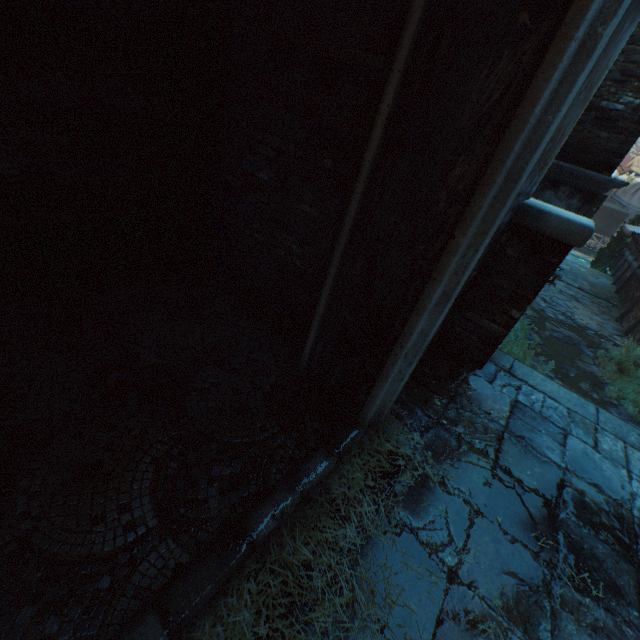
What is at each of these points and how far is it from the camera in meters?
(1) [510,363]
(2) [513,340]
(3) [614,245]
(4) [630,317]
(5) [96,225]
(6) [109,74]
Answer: (1) stairs, 3.6
(2) plants, 7.8
(3) tree, 19.8
(4) building, 11.8
(5) building, 2.7
(6) building, 2.2

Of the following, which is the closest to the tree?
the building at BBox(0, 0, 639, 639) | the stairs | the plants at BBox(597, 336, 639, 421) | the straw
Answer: the building at BBox(0, 0, 639, 639)

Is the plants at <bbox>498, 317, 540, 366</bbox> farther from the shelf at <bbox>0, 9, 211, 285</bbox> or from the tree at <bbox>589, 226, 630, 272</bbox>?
the tree at <bbox>589, 226, 630, 272</bbox>

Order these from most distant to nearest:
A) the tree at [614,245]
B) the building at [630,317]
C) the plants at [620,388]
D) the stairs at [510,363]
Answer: the tree at [614,245]
the building at [630,317]
the plants at [620,388]
the stairs at [510,363]

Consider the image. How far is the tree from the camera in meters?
19.5 m

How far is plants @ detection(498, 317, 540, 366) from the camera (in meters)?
7.40

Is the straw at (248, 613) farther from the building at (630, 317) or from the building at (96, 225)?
the building at (630, 317)

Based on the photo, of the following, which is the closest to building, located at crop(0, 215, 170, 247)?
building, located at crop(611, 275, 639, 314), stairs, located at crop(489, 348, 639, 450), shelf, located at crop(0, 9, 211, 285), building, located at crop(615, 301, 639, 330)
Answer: stairs, located at crop(489, 348, 639, 450)
